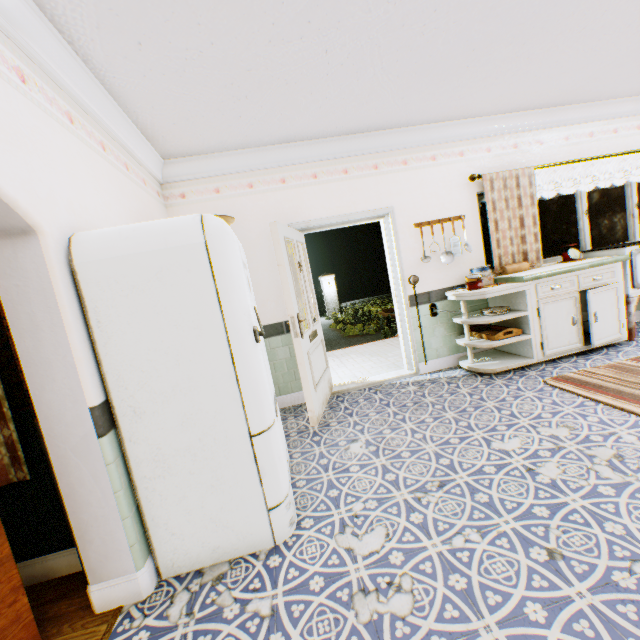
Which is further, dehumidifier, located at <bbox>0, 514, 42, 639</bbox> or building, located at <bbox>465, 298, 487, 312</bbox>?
building, located at <bbox>465, 298, 487, 312</bbox>

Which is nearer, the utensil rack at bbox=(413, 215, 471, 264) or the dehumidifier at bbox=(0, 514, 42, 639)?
the dehumidifier at bbox=(0, 514, 42, 639)

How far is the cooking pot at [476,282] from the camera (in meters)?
3.90

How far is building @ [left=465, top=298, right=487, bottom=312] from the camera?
4.5m

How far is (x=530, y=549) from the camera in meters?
1.6 m

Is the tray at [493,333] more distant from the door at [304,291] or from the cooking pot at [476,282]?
the door at [304,291]

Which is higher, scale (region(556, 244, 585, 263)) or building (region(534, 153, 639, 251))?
building (region(534, 153, 639, 251))

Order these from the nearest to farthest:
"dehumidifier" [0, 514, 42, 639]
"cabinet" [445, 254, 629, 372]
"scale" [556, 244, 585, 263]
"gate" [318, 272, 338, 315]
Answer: "dehumidifier" [0, 514, 42, 639], "cabinet" [445, 254, 629, 372], "scale" [556, 244, 585, 263], "gate" [318, 272, 338, 315]
